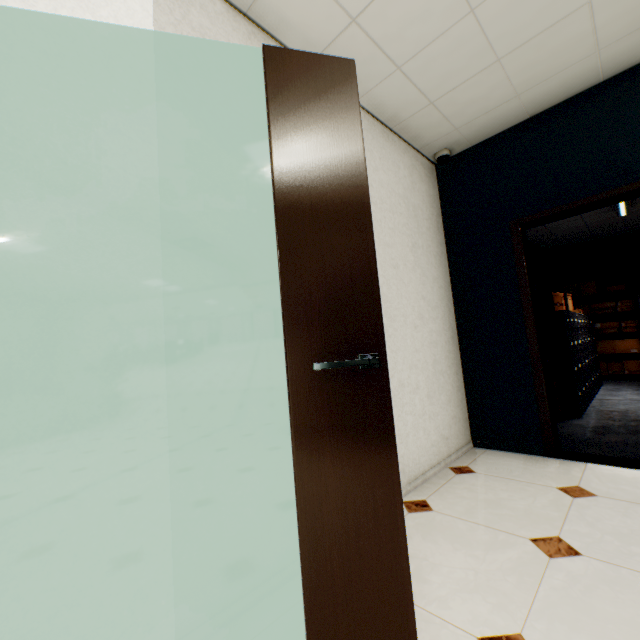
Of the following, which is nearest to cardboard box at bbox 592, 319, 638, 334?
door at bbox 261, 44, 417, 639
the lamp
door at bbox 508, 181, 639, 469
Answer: A: the lamp

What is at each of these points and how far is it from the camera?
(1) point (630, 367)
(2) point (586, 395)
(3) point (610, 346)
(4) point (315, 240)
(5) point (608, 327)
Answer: (1) cardboard box, 6.3 meters
(2) file cabinet, 4.5 meters
(3) cardboard box, 6.5 meters
(4) door, 1.0 meters
(5) cardboard box, 6.5 meters

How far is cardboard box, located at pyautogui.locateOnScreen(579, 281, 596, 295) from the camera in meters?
6.7

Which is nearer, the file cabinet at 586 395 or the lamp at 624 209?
the file cabinet at 586 395

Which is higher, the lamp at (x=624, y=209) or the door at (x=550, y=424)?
the lamp at (x=624, y=209)

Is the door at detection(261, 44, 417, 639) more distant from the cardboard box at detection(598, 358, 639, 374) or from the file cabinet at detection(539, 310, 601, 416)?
the cardboard box at detection(598, 358, 639, 374)

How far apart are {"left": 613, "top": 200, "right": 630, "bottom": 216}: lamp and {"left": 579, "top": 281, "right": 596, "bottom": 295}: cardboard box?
2.0 meters

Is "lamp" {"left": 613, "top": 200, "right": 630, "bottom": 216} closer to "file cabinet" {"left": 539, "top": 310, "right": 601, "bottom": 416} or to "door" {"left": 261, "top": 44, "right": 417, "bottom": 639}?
"file cabinet" {"left": 539, "top": 310, "right": 601, "bottom": 416}
